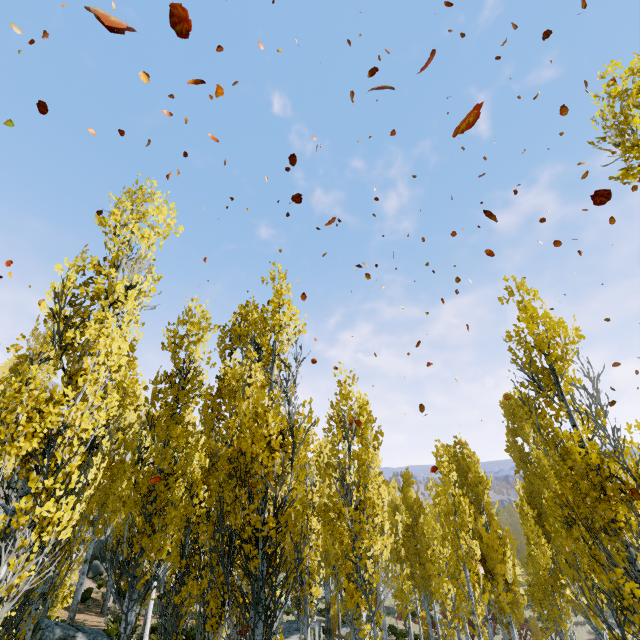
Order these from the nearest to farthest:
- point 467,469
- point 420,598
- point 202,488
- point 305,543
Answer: point 202,488 → point 305,543 → point 467,469 → point 420,598

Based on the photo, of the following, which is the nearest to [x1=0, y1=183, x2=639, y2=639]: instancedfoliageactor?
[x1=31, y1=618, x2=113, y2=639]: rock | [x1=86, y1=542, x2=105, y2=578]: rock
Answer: [x1=31, y1=618, x2=113, y2=639]: rock

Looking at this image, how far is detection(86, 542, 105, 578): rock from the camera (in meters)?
24.77

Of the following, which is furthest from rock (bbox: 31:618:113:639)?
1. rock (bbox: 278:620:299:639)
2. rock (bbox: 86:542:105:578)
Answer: rock (bbox: 86:542:105:578)

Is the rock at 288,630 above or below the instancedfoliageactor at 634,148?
below

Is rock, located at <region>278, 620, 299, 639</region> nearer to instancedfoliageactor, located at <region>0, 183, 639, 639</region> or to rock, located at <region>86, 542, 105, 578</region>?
instancedfoliageactor, located at <region>0, 183, 639, 639</region>

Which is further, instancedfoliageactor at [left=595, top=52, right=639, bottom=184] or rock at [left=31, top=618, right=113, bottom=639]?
rock at [left=31, top=618, right=113, bottom=639]

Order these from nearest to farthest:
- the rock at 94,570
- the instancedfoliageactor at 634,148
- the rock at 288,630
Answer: the instancedfoliageactor at 634,148 → the rock at 288,630 → the rock at 94,570
